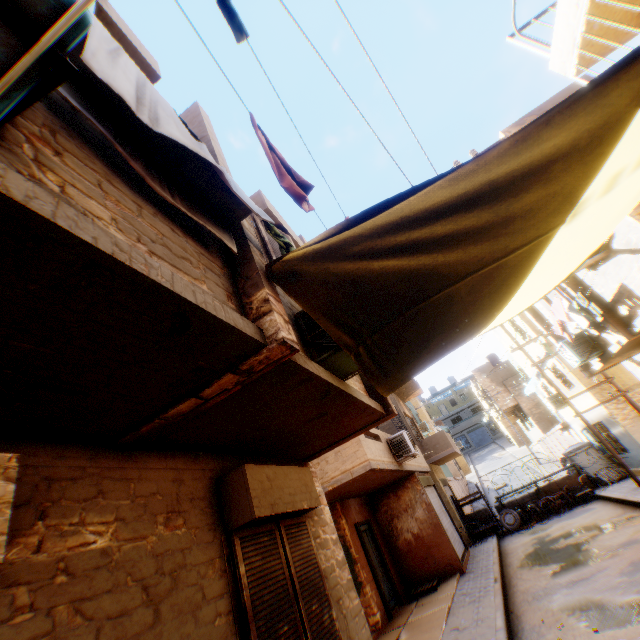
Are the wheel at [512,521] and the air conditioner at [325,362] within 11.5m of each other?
no

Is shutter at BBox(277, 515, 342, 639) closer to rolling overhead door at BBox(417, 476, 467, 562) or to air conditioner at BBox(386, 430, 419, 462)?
air conditioner at BBox(386, 430, 419, 462)

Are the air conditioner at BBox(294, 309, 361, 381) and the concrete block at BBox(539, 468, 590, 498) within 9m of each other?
no

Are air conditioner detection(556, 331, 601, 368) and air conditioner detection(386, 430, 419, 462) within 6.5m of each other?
yes

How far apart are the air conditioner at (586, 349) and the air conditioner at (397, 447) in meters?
5.3

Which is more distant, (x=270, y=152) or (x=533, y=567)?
(x=533, y=567)

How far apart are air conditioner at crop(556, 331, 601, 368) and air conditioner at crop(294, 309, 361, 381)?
9.1 meters

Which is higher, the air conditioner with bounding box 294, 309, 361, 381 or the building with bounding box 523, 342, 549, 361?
the building with bounding box 523, 342, 549, 361
